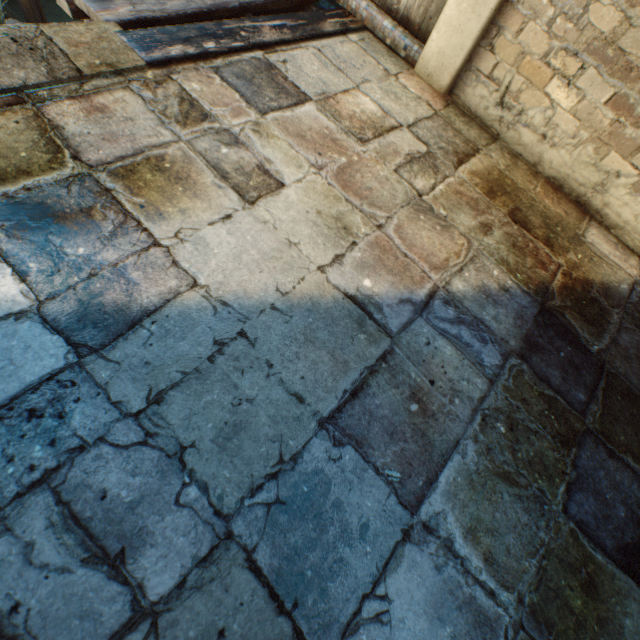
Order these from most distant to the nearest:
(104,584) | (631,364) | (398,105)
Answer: (398,105), (631,364), (104,584)

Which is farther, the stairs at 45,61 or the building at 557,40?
the building at 557,40

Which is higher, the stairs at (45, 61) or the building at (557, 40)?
the building at (557, 40)

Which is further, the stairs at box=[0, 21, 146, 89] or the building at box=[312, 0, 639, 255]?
the building at box=[312, 0, 639, 255]

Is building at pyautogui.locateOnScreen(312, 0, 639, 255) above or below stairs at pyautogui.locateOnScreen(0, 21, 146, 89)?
above
